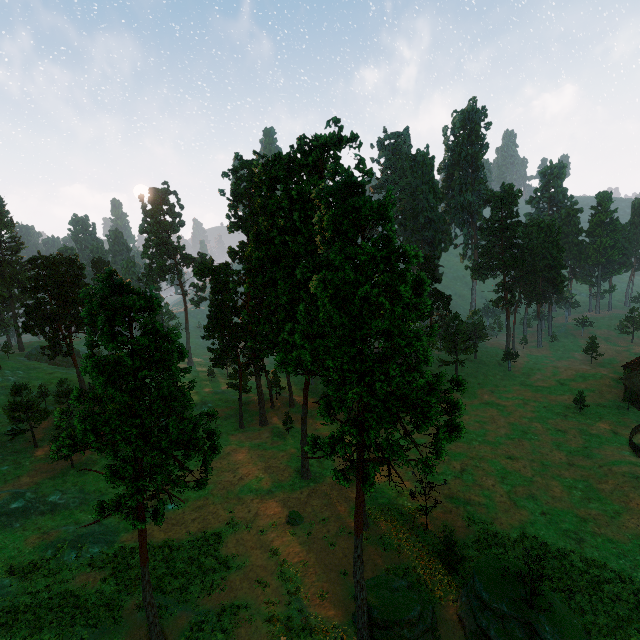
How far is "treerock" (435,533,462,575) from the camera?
25.3 meters

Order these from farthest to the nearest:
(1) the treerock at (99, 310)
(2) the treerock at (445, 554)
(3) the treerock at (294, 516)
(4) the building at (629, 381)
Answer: (4) the building at (629, 381), (3) the treerock at (294, 516), (2) the treerock at (445, 554), (1) the treerock at (99, 310)

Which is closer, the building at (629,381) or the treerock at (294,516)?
the treerock at (294,516)

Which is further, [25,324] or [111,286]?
[25,324]

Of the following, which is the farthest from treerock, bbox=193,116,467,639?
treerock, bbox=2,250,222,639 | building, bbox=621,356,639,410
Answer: treerock, bbox=2,250,222,639

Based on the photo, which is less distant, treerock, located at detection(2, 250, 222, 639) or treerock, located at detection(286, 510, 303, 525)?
treerock, located at detection(2, 250, 222, 639)
